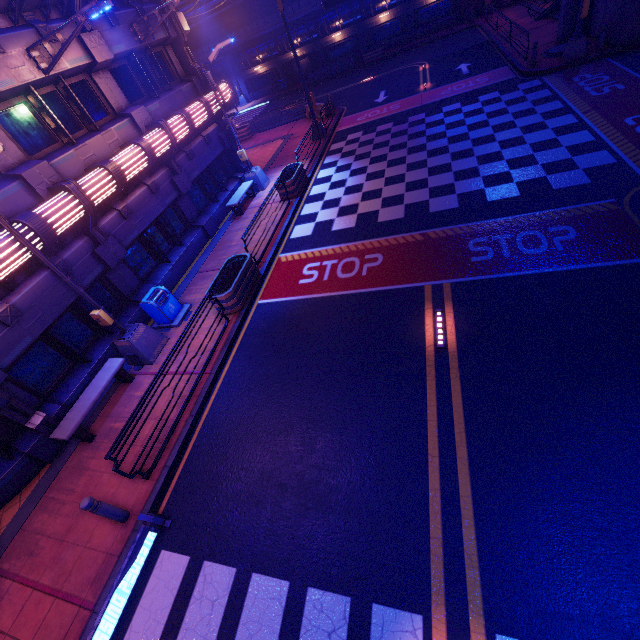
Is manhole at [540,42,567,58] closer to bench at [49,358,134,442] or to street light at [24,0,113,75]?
street light at [24,0,113,75]

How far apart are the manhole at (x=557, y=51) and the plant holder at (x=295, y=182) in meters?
14.6

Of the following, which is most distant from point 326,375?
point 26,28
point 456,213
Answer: point 26,28

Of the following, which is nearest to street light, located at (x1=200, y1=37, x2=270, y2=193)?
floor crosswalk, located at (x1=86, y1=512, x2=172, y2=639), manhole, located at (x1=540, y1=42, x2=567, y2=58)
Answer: floor crosswalk, located at (x1=86, y1=512, x2=172, y2=639)

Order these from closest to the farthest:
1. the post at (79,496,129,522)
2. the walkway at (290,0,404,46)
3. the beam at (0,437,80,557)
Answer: the post at (79,496,129,522)
the beam at (0,437,80,557)
the walkway at (290,0,404,46)

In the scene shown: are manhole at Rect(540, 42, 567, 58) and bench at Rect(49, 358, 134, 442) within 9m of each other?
no

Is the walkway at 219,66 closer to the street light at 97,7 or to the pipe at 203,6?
the pipe at 203,6

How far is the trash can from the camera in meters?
10.7 m
